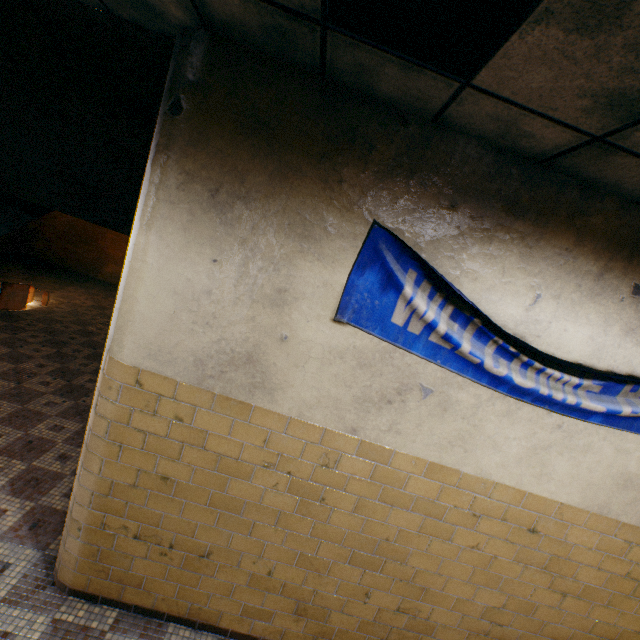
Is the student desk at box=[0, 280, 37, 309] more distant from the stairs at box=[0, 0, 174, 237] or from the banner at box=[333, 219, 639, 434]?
the banner at box=[333, 219, 639, 434]

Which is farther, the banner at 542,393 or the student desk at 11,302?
the student desk at 11,302

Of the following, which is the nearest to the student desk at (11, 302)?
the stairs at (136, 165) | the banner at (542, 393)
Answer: the stairs at (136, 165)

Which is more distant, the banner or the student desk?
the student desk

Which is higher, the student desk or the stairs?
the stairs

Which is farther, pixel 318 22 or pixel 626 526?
pixel 626 526

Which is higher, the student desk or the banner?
the banner
